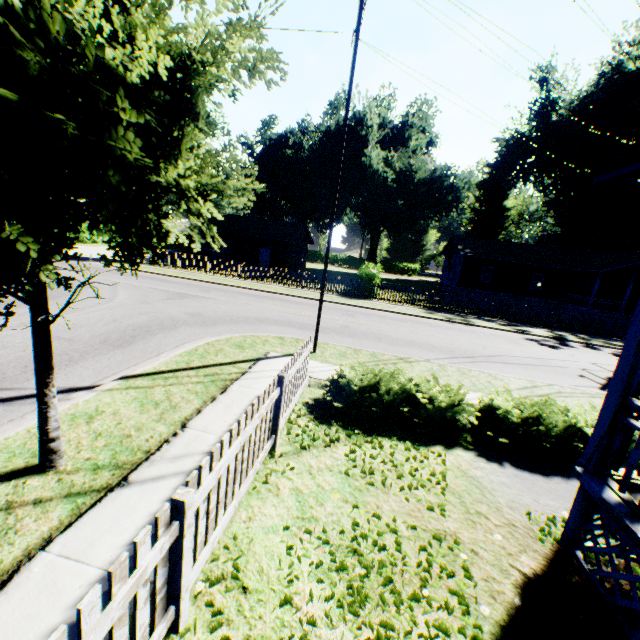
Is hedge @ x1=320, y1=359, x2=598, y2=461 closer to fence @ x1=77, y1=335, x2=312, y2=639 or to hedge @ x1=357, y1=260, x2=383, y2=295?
fence @ x1=77, y1=335, x2=312, y2=639

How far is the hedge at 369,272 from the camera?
22.3m

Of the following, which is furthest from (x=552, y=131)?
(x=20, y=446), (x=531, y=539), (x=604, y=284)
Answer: (x=20, y=446)

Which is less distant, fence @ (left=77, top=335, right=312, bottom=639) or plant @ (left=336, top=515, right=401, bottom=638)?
fence @ (left=77, top=335, right=312, bottom=639)

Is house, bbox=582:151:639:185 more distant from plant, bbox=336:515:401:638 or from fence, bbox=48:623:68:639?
fence, bbox=48:623:68:639

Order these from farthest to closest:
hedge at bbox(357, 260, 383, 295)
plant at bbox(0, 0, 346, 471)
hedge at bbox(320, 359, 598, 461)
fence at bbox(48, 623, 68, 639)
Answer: hedge at bbox(357, 260, 383, 295) → hedge at bbox(320, 359, 598, 461) → plant at bbox(0, 0, 346, 471) → fence at bbox(48, 623, 68, 639)

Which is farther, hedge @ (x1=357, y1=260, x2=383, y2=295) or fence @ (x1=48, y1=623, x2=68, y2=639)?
hedge @ (x1=357, y1=260, x2=383, y2=295)

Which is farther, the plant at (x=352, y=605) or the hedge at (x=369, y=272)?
the hedge at (x=369, y=272)
